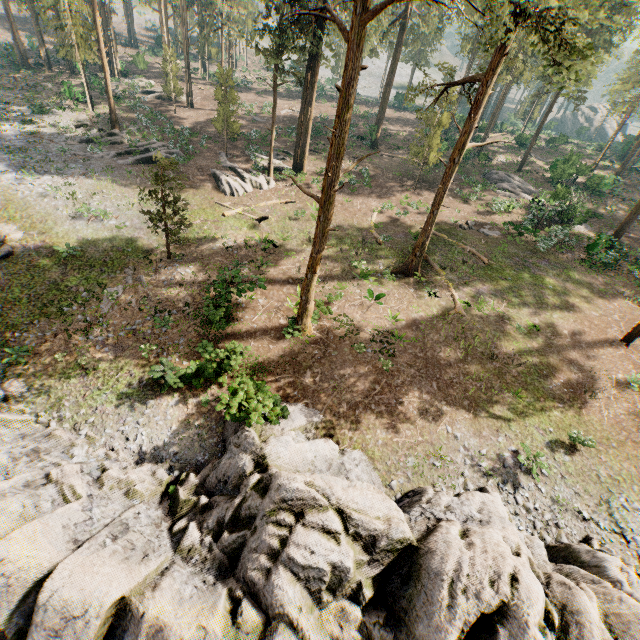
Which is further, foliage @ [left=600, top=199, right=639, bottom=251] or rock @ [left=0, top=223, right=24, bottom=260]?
foliage @ [left=600, top=199, right=639, bottom=251]

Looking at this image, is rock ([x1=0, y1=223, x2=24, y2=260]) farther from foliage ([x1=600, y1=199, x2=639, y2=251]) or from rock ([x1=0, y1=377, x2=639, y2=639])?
foliage ([x1=600, y1=199, x2=639, y2=251])

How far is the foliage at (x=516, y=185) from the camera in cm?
2903

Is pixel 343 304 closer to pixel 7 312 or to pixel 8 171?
pixel 7 312

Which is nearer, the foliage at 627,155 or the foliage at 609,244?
the foliage at 609,244

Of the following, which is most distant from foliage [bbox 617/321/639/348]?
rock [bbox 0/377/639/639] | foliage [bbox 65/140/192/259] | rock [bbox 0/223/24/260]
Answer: rock [bbox 0/223/24/260]

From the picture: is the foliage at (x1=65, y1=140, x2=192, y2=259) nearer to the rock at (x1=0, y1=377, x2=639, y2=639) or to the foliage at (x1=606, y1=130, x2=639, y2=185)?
the foliage at (x1=606, y1=130, x2=639, y2=185)
